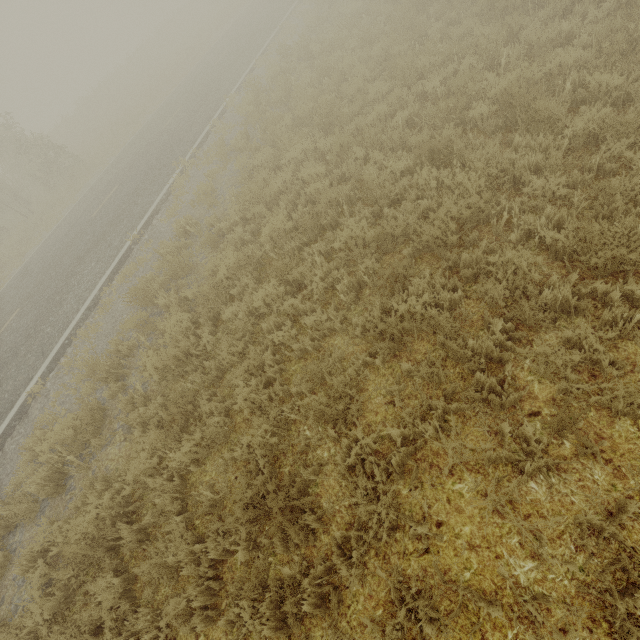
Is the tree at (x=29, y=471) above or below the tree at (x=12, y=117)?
below

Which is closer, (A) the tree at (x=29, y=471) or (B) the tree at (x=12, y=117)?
(A) the tree at (x=29, y=471)

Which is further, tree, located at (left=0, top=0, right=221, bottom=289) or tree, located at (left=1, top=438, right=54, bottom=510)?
tree, located at (left=0, top=0, right=221, bottom=289)

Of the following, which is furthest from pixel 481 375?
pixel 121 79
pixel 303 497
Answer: pixel 121 79

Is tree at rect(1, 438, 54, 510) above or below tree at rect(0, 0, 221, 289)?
below
